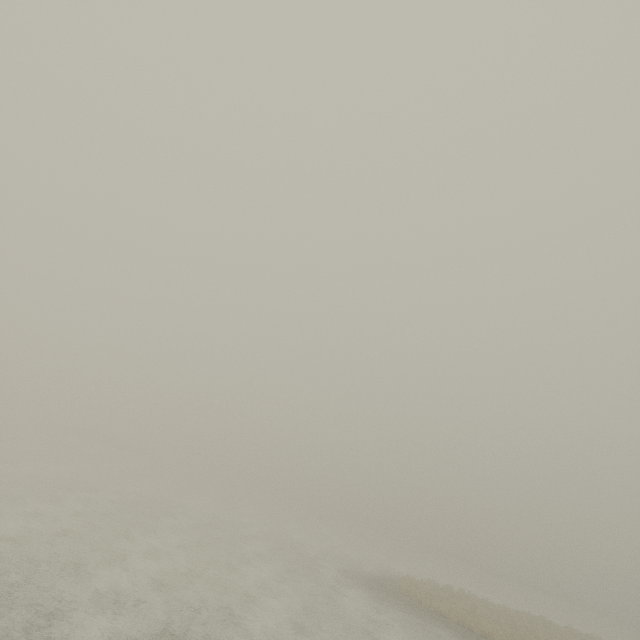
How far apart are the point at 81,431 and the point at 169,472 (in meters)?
18.51
